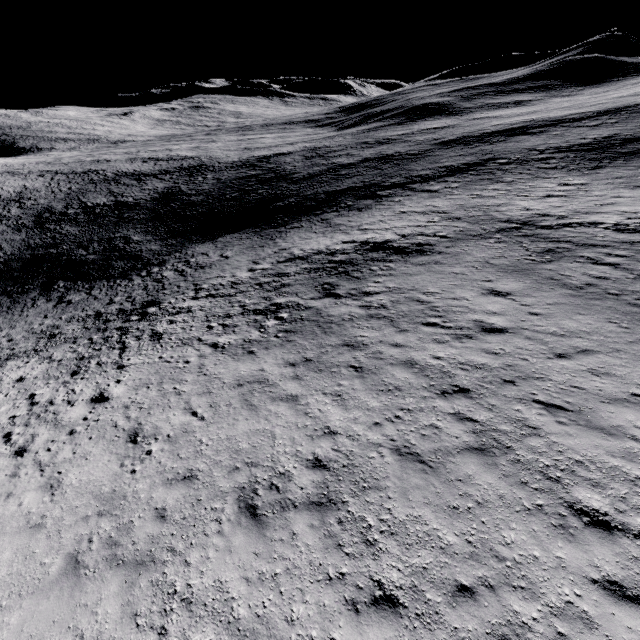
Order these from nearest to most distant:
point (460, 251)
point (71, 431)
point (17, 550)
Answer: point (17, 550)
point (71, 431)
point (460, 251)
